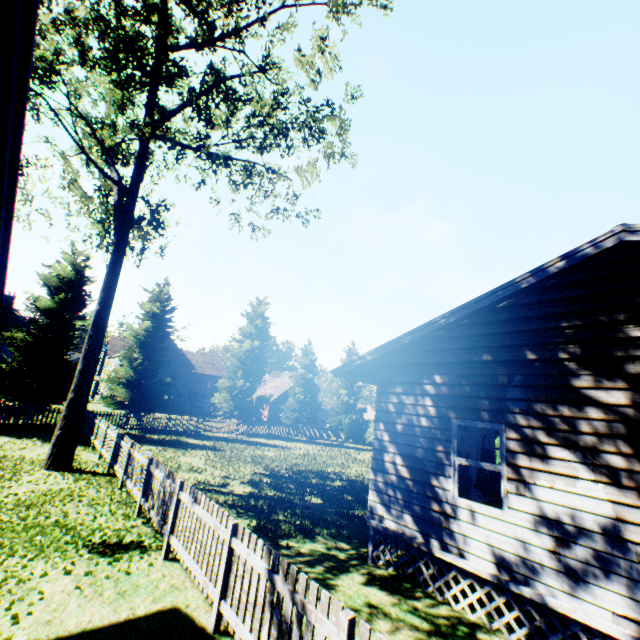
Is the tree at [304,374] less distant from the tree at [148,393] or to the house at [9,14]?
the tree at [148,393]

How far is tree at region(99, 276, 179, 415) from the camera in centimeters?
2480cm

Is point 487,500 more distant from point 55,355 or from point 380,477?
point 55,355

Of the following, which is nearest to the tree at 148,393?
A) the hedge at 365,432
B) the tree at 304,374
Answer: the tree at 304,374

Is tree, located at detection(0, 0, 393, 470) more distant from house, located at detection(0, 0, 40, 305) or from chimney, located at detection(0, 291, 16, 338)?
chimney, located at detection(0, 291, 16, 338)

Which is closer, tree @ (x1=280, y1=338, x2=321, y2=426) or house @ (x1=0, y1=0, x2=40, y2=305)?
house @ (x1=0, y1=0, x2=40, y2=305)

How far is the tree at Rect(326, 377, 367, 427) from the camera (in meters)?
39.75

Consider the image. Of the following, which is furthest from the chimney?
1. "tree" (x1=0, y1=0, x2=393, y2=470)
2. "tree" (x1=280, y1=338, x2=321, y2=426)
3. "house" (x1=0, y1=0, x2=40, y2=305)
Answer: "house" (x1=0, y1=0, x2=40, y2=305)
